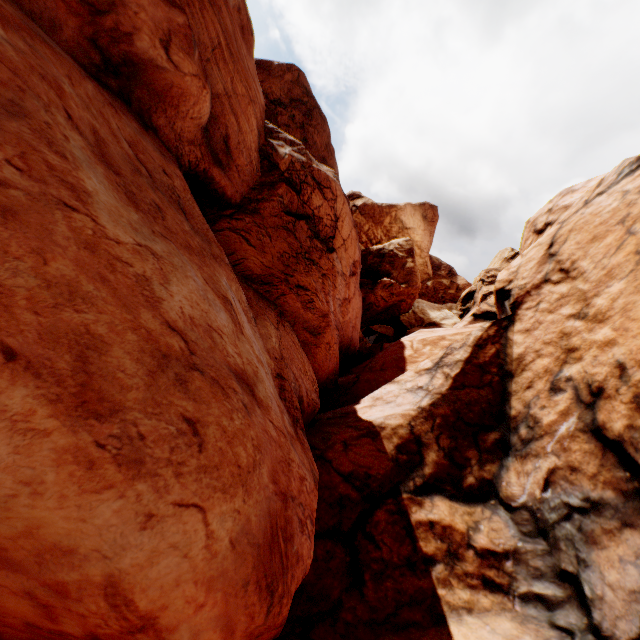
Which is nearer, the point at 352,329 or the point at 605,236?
the point at 605,236
